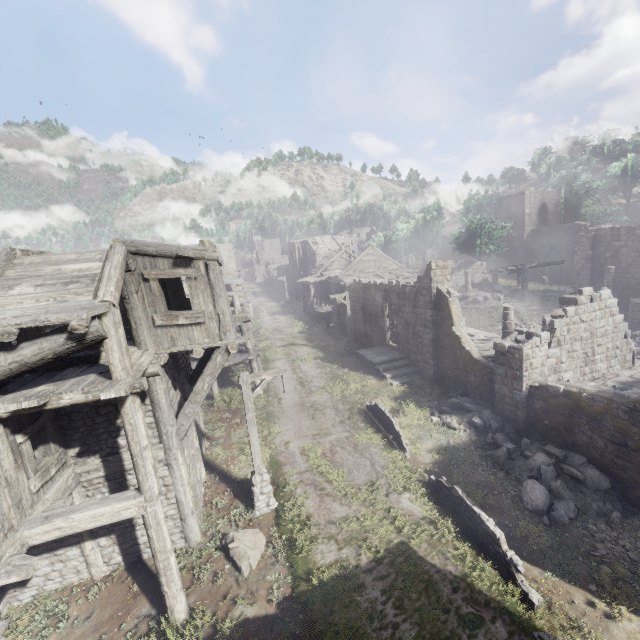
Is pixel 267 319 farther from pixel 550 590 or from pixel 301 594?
pixel 550 590

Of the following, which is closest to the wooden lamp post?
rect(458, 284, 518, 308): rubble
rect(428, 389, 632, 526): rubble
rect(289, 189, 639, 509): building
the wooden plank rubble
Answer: rect(289, 189, 639, 509): building

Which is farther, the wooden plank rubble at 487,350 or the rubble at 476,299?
the rubble at 476,299

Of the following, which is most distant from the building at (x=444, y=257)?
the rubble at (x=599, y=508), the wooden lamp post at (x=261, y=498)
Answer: the wooden lamp post at (x=261, y=498)

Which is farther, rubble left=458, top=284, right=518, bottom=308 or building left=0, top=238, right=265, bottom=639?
rubble left=458, top=284, right=518, bottom=308

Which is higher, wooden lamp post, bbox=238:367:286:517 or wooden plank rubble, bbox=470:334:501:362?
wooden plank rubble, bbox=470:334:501:362

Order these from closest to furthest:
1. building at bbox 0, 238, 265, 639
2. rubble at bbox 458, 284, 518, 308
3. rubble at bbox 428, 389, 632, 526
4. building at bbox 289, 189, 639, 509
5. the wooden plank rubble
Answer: building at bbox 0, 238, 265, 639, rubble at bbox 428, 389, 632, 526, building at bbox 289, 189, 639, 509, the wooden plank rubble, rubble at bbox 458, 284, 518, 308

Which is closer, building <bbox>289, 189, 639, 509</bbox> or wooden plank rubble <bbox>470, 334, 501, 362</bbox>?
building <bbox>289, 189, 639, 509</bbox>
